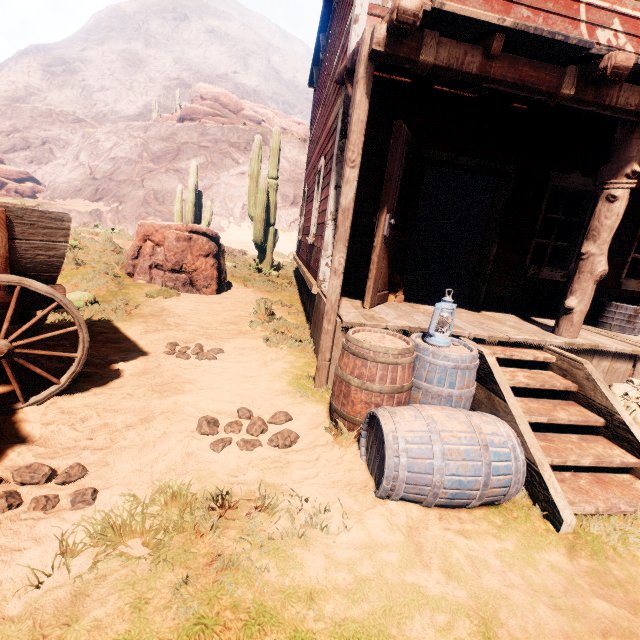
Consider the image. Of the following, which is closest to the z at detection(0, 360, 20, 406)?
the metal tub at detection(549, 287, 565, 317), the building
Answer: the building

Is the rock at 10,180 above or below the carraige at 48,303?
above

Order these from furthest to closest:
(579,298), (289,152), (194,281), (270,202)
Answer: (289,152), (270,202), (194,281), (579,298)

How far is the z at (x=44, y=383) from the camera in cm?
290

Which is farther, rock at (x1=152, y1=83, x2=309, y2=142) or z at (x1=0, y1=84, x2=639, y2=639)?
rock at (x1=152, y1=83, x2=309, y2=142)

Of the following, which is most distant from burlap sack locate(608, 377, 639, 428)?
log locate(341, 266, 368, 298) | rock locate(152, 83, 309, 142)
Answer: rock locate(152, 83, 309, 142)

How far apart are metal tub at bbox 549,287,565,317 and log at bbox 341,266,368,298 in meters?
3.1 m

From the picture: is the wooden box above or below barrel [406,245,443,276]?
above
